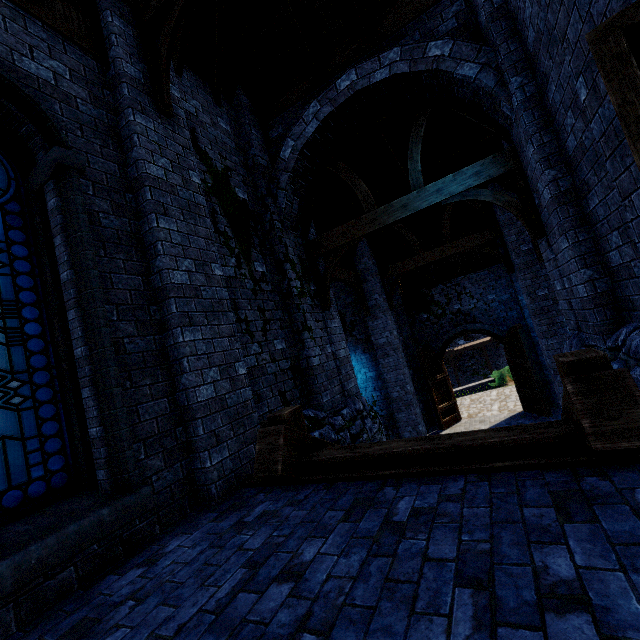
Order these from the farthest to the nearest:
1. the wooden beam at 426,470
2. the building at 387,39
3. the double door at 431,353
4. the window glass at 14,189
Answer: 1. the double door at 431,353
2. the building at 387,39
3. the window glass at 14,189
4. the wooden beam at 426,470

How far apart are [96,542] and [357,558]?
2.11m

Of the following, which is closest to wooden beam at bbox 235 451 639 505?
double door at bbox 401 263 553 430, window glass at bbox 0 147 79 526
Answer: window glass at bbox 0 147 79 526

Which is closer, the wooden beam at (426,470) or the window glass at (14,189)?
the wooden beam at (426,470)

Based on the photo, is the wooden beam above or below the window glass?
below

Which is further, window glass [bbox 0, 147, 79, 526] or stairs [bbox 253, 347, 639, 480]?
window glass [bbox 0, 147, 79, 526]

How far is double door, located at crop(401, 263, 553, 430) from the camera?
12.2m

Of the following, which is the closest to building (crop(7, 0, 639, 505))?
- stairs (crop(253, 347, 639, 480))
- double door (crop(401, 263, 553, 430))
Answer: double door (crop(401, 263, 553, 430))
